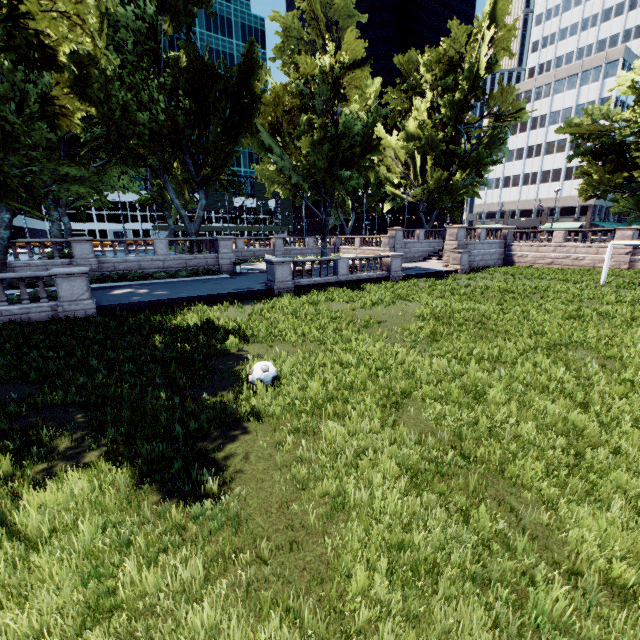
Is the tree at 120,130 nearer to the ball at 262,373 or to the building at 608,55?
the building at 608,55

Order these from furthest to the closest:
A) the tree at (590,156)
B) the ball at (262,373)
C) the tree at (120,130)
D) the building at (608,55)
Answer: the building at (608,55)
the tree at (590,156)
the tree at (120,130)
the ball at (262,373)

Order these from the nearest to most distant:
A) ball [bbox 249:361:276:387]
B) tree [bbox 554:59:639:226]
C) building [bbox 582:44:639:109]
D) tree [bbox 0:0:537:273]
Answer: ball [bbox 249:361:276:387]
tree [bbox 0:0:537:273]
tree [bbox 554:59:639:226]
building [bbox 582:44:639:109]

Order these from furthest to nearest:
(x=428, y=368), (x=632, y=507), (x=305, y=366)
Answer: (x=305, y=366) < (x=428, y=368) < (x=632, y=507)

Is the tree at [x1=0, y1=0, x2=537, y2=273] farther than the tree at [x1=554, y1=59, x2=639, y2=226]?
No

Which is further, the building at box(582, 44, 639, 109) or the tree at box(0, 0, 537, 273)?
the building at box(582, 44, 639, 109)

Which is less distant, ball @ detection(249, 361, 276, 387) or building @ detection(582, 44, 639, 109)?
ball @ detection(249, 361, 276, 387)

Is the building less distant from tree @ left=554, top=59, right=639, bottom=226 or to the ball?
tree @ left=554, top=59, right=639, bottom=226
